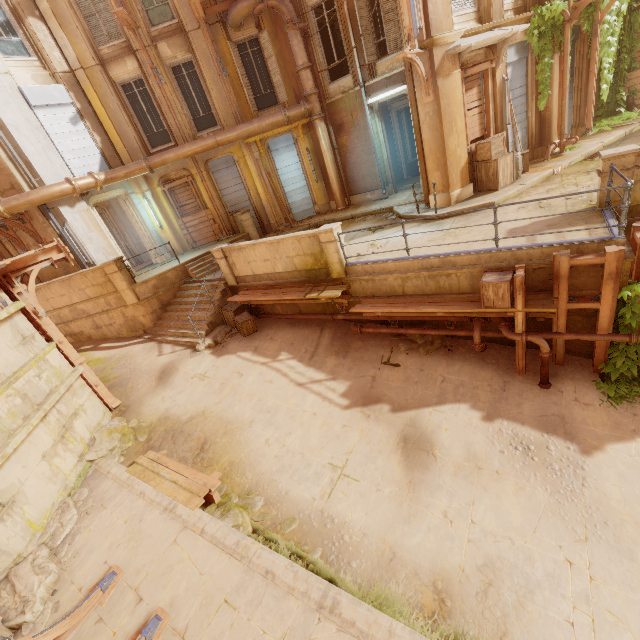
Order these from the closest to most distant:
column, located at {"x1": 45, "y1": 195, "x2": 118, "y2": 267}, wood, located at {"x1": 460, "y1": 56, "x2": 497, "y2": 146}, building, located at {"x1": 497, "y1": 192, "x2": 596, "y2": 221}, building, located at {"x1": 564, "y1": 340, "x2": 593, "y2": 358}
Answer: building, located at {"x1": 564, "y1": 340, "x2": 593, "y2": 358}, building, located at {"x1": 497, "y1": 192, "x2": 596, "y2": 221}, wood, located at {"x1": 460, "y1": 56, "x2": 497, "y2": 146}, column, located at {"x1": 45, "y1": 195, "x2": 118, "y2": 267}

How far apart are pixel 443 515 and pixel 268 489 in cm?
353

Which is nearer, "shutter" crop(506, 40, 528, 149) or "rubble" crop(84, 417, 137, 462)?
"rubble" crop(84, 417, 137, 462)

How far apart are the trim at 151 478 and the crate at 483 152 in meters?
11.6

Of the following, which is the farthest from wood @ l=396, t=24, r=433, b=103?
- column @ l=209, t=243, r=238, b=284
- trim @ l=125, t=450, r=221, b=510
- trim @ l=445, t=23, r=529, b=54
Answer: trim @ l=125, t=450, r=221, b=510

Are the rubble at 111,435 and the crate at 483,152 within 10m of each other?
no

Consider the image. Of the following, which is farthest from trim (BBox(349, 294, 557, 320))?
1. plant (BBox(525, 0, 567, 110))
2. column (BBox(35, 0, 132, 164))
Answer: column (BBox(35, 0, 132, 164))

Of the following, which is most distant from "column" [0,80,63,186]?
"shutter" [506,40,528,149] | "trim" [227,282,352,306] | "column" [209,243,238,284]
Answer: "shutter" [506,40,528,149]
